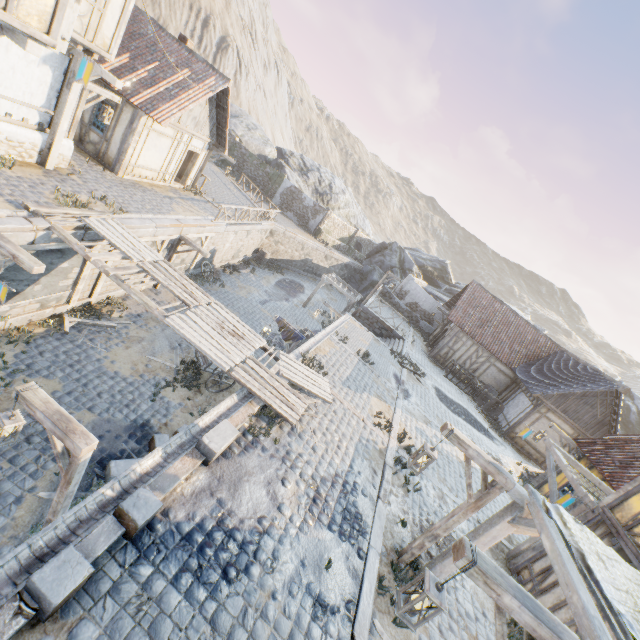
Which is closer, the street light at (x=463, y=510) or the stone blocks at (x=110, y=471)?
the street light at (x=463, y=510)

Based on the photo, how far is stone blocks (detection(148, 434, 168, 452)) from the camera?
8.68m

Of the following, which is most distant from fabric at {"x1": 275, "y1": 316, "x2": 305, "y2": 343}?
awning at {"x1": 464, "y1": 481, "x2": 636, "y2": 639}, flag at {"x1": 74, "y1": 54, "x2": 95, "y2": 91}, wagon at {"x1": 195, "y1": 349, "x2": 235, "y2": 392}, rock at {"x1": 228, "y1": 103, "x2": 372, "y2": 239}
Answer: rock at {"x1": 228, "y1": 103, "x2": 372, "y2": 239}

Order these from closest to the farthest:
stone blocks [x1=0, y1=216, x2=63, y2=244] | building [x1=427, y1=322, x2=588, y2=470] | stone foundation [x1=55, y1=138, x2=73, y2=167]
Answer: stone blocks [x1=0, y1=216, x2=63, y2=244] → stone foundation [x1=55, y1=138, x2=73, y2=167] → building [x1=427, y1=322, x2=588, y2=470]

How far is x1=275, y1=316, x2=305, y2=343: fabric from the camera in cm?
1315

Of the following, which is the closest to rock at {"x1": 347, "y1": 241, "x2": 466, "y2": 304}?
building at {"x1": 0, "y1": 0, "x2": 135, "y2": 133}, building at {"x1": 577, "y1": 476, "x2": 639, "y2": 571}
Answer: building at {"x1": 577, "y1": 476, "x2": 639, "y2": 571}

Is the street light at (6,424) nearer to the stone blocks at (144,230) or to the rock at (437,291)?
the stone blocks at (144,230)

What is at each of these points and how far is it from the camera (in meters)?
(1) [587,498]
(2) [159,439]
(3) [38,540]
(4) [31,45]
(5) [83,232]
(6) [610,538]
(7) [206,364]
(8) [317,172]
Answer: (1) awning, 8.29
(2) stone blocks, 8.83
(3) stone gutter, 3.68
(4) wooden structure, 5.50
(5) stone blocks, 9.20
(6) building, 7.34
(7) wagon, 11.29
(8) rock, 42.47
